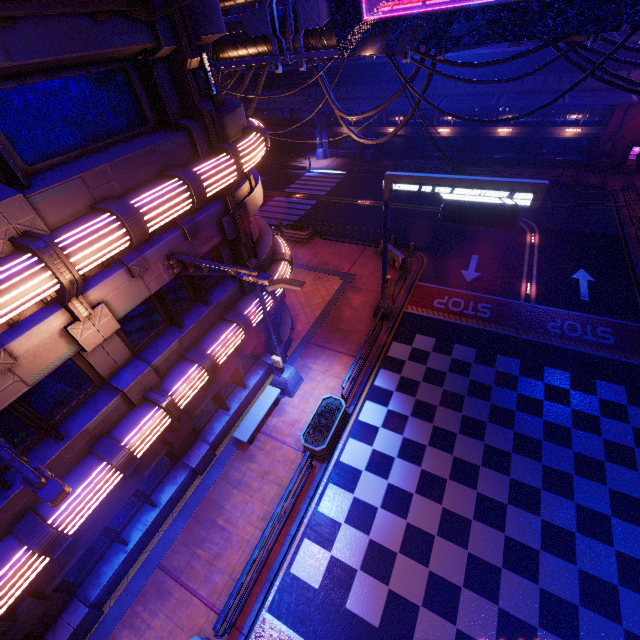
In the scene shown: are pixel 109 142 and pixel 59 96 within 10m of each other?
yes

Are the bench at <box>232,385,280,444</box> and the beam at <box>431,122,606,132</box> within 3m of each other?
no

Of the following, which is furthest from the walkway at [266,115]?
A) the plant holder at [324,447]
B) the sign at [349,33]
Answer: the plant holder at [324,447]

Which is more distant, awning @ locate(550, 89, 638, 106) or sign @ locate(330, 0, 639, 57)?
awning @ locate(550, 89, 638, 106)

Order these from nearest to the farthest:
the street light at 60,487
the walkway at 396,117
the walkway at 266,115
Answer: A: the street light at 60,487 → the walkway at 396,117 → the walkway at 266,115

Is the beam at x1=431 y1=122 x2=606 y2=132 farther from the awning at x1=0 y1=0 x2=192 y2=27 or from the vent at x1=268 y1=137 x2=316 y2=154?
the awning at x1=0 y1=0 x2=192 y2=27

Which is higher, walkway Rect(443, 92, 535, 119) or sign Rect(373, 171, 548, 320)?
sign Rect(373, 171, 548, 320)

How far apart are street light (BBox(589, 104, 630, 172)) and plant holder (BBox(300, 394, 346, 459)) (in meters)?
30.27
